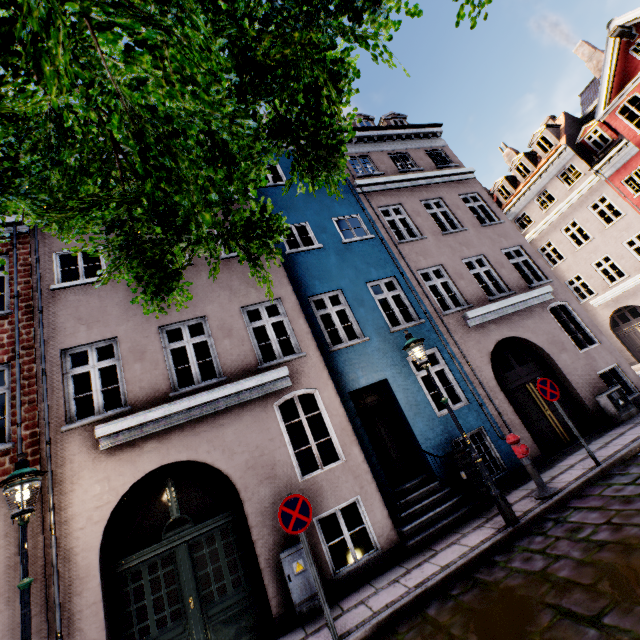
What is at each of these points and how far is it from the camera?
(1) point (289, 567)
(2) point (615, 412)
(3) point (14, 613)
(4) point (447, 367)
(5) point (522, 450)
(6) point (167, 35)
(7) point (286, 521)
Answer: (1) electrical box, 5.8 meters
(2) electrical box, 9.0 meters
(3) building, 5.1 meters
(4) building, 9.3 meters
(5) hydrant, 6.5 meters
(6) tree, 1.1 meters
(7) sign, 5.0 meters

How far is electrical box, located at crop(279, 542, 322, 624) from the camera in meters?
5.6

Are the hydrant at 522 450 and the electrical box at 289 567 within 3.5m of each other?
no

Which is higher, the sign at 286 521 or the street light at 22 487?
the street light at 22 487

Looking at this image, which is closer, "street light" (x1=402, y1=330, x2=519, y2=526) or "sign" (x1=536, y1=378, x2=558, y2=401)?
"street light" (x1=402, y1=330, x2=519, y2=526)

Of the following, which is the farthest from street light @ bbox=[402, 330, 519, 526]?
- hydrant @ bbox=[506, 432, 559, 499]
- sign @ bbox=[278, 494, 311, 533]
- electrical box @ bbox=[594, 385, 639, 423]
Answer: electrical box @ bbox=[594, 385, 639, 423]

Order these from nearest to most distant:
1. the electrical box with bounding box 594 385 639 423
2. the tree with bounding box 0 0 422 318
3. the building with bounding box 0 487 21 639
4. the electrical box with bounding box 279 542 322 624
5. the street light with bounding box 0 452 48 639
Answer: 1. the tree with bounding box 0 0 422 318
2. the street light with bounding box 0 452 48 639
3. the building with bounding box 0 487 21 639
4. the electrical box with bounding box 279 542 322 624
5. the electrical box with bounding box 594 385 639 423

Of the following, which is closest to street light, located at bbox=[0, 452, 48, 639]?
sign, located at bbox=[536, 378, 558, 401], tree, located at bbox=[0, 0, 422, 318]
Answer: tree, located at bbox=[0, 0, 422, 318]
